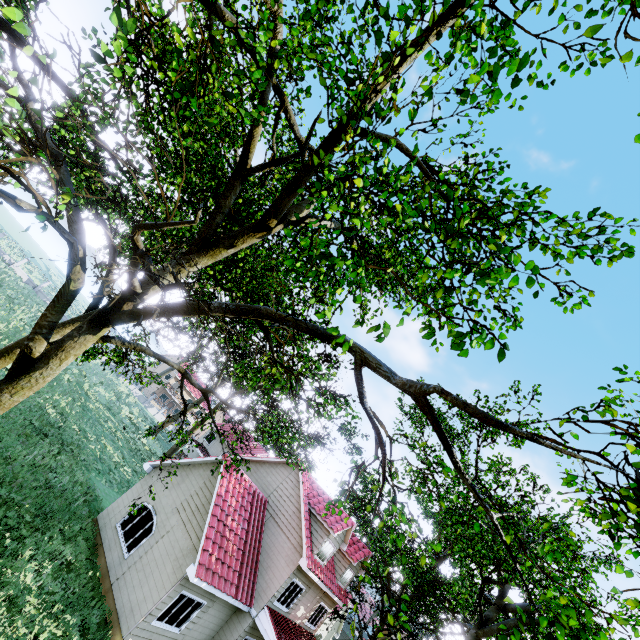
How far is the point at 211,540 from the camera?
13.3m
